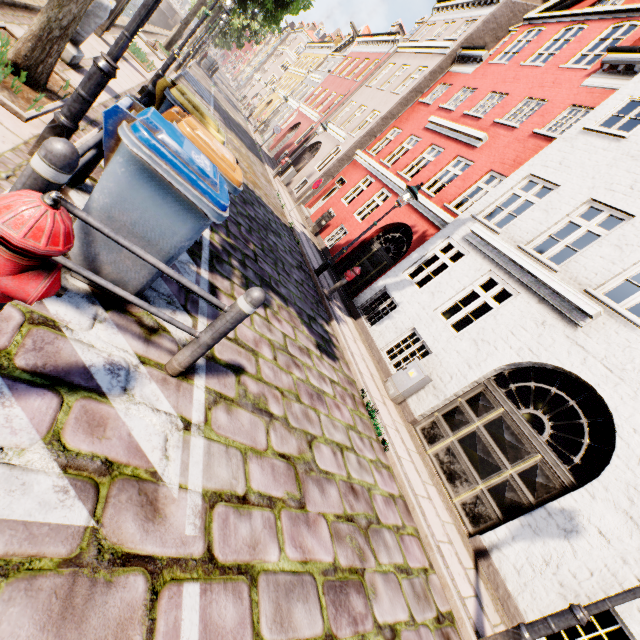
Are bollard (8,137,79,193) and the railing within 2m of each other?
yes

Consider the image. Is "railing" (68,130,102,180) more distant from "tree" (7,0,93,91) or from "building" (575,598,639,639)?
"building" (575,598,639,639)

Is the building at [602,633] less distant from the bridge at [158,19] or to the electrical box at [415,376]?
the electrical box at [415,376]

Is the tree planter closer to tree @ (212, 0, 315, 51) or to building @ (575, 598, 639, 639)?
tree @ (212, 0, 315, 51)

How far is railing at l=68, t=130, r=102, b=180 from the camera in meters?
2.3

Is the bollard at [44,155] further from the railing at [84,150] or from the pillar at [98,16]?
the pillar at [98,16]

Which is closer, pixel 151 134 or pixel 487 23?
pixel 151 134

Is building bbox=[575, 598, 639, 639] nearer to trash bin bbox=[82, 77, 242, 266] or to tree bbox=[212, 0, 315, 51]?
tree bbox=[212, 0, 315, 51]
